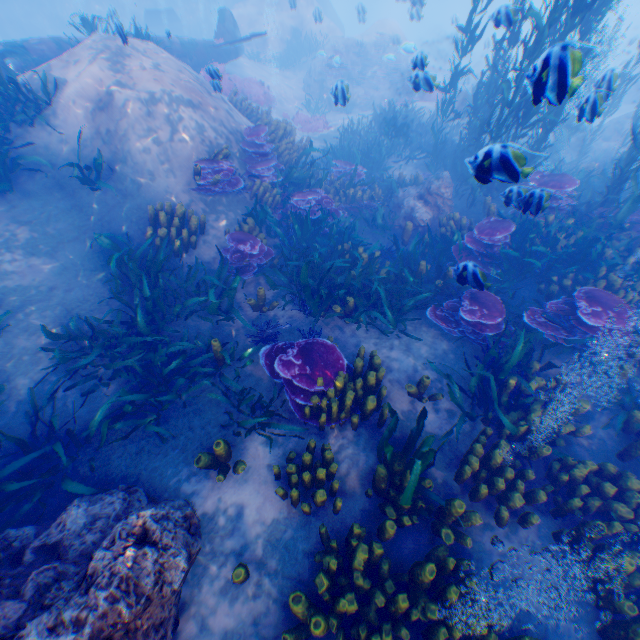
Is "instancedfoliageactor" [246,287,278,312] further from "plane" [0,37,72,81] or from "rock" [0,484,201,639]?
"plane" [0,37,72,81]

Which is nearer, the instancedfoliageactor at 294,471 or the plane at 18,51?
the instancedfoliageactor at 294,471

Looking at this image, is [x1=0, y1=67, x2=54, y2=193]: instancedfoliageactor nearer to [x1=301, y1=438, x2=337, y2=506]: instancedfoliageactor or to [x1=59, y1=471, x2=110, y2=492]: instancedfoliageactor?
[x1=301, y1=438, x2=337, y2=506]: instancedfoliageactor

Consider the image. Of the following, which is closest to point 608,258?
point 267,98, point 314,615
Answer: point 314,615

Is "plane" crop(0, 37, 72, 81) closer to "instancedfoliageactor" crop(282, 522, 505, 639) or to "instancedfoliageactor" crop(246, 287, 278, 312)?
"instancedfoliageactor" crop(282, 522, 505, 639)

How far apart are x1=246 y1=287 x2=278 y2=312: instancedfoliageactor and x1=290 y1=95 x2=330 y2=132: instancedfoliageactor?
13.3 meters

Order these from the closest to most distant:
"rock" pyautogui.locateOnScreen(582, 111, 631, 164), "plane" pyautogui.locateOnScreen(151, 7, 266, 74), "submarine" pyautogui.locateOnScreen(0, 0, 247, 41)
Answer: "plane" pyautogui.locateOnScreen(151, 7, 266, 74)
"rock" pyautogui.locateOnScreen(582, 111, 631, 164)
"submarine" pyautogui.locateOnScreen(0, 0, 247, 41)

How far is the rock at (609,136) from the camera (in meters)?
14.92
